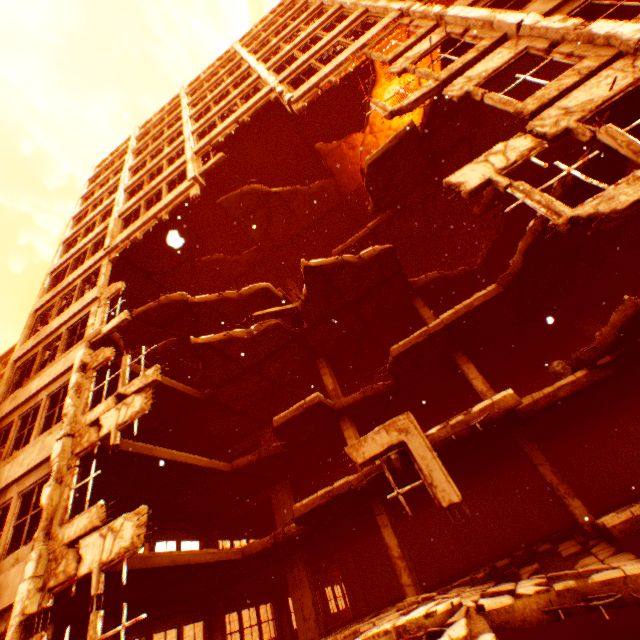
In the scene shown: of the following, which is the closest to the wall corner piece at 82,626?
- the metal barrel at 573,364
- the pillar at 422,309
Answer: the pillar at 422,309

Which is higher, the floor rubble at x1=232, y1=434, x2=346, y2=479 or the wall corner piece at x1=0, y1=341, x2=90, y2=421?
the wall corner piece at x1=0, y1=341, x2=90, y2=421

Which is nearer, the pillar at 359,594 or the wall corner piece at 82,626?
the wall corner piece at 82,626

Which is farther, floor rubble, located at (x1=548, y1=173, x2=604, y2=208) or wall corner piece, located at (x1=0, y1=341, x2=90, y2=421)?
wall corner piece, located at (x1=0, y1=341, x2=90, y2=421)

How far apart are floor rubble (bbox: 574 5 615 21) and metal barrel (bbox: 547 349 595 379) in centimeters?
773cm

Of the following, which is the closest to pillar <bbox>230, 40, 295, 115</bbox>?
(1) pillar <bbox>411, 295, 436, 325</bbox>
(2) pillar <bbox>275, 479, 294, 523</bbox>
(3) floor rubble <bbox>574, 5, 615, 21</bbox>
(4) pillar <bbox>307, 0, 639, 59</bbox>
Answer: (4) pillar <bbox>307, 0, 639, 59</bbox>

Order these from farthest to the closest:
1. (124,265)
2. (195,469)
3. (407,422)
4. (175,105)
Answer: (175,105) < (124,265) < (195,469) < (407,422)

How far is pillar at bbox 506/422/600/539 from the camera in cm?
812
